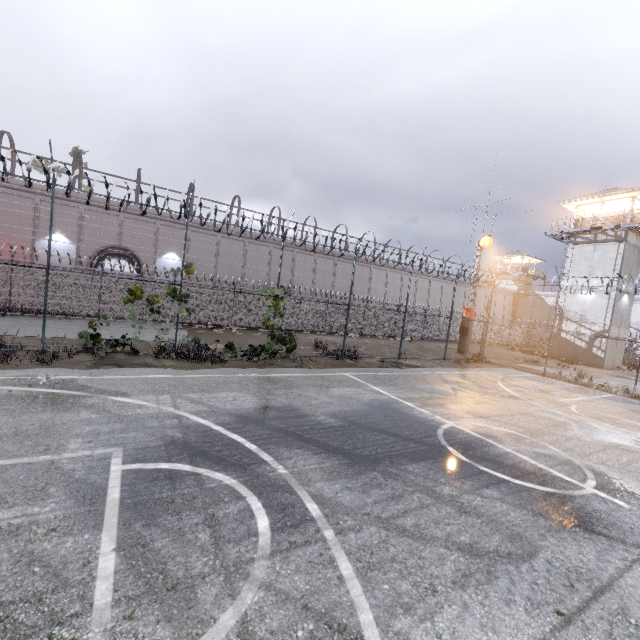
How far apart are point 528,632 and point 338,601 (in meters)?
1.80

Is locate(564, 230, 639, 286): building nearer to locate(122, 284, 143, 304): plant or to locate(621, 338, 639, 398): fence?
locate(621, 338, 639, 398): fence

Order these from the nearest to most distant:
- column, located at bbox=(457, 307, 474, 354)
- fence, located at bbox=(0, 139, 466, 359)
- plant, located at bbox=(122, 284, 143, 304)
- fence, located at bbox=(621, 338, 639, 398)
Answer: fence, located at bbox=(0, 139, 466, 359) < plant, located at bbox=(122, 284, 143, 304) < fence, located at bbox=(621, 338, 639, 398) < column, located at bbox=(457, 307, 474, 354)

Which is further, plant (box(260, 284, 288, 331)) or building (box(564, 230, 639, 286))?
building (box(564, 230, 639, 286))

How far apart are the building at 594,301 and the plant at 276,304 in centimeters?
2847cm

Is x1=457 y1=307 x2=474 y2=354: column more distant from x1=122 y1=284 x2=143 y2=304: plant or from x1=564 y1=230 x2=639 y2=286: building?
x1=122 y1=284 x2=143 y2=304: plant

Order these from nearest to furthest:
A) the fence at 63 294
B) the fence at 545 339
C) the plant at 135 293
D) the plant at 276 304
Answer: the fence at 63 294
the plant at 135 293
the plant at 276 304
the fence at 545 339

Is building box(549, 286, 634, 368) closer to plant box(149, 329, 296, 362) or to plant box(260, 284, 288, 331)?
plant box(260, 284, 288, 331)
